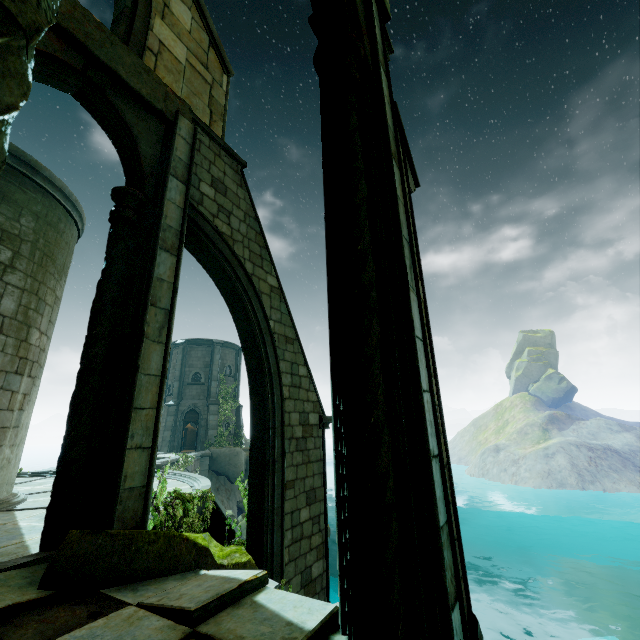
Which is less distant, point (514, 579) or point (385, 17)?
point (385, 17)

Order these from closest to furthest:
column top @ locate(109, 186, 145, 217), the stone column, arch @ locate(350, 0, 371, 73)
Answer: the stone column, arch @ locate(350, 0, 371, 73), column top @ locate(109, 186, 145, 217)

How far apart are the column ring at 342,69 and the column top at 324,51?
0.0m

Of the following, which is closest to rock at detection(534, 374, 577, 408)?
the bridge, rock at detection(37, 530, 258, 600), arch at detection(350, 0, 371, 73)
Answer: the bridge

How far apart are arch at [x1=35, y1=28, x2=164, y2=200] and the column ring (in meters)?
3.60

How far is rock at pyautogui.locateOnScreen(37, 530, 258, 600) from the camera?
3.0m

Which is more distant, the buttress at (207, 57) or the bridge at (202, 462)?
the bridge at (202, 462)

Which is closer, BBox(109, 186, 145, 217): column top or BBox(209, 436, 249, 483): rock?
BBox(109, 186, 145, 217): column top
